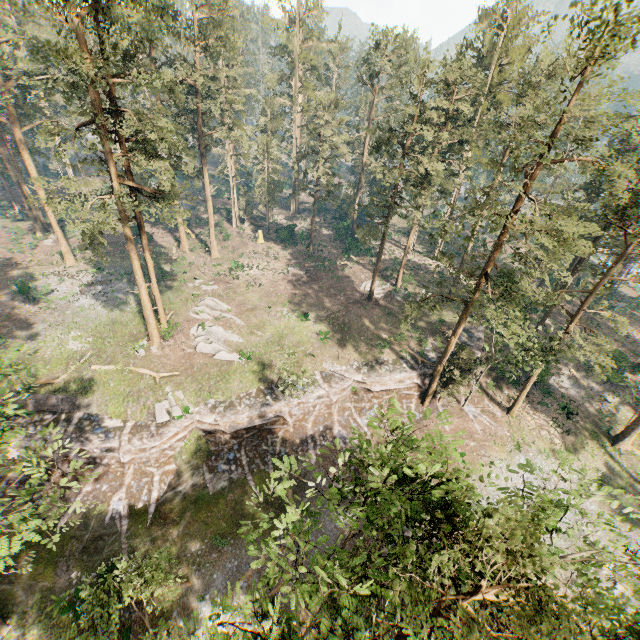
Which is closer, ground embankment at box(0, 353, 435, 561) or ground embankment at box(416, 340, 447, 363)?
ground embankment at box(0, 353, 435, 561)

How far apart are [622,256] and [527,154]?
13.86m

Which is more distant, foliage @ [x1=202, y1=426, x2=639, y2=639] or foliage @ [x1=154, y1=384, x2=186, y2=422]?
foliage @ [x1=154, y1=384, x2=186, y2=422]

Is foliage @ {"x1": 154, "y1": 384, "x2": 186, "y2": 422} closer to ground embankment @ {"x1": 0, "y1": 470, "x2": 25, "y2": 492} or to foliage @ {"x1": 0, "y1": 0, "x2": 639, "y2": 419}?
ground embankment @ {"x1": 0, "y1": 470, "x2": 25, "y2": 492}

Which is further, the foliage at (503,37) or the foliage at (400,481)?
the foliage at (503,37)

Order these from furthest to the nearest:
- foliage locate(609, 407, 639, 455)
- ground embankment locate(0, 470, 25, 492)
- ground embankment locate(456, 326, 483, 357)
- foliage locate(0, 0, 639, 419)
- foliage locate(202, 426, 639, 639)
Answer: ground embankment locate(456, 326, 483, 357) < foliage locate(609, 407, 639, 455) < ground embankment locate(0, 470, 25, 492) < foliage locate(0, 0, 639, 419) < foliage locate(202, 426, 639, 639)

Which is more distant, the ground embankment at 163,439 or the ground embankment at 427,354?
the ground embankment at 427,354
